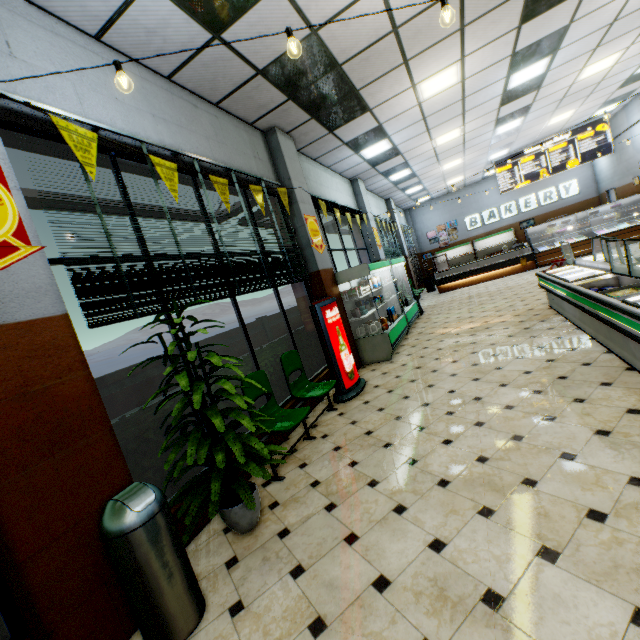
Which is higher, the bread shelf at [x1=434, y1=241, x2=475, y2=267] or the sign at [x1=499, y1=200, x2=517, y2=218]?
the sign at [x1=499, y1=200, x2=517, y2=218]

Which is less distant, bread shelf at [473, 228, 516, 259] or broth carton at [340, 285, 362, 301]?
broth carton at [340, 285, 362, 301]

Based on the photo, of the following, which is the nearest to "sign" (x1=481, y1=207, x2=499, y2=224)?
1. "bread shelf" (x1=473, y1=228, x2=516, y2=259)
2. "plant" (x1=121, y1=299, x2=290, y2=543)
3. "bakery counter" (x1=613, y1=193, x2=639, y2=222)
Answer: "bread shelf" (x1=473, y1=228, x2=516, y2=259)

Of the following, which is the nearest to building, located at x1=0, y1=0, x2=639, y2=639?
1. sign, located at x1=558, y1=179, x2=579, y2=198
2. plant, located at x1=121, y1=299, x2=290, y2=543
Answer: sign, located at x1=558, y1=179, x2=579, y2=198

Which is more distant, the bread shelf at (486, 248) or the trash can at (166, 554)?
the bread shelf at (486, 248)

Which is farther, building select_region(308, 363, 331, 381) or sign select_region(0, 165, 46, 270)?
building select_region(308, 363, 331, 381)

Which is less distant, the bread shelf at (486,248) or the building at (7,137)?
the building at (7,137)

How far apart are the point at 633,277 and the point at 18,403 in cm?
625
